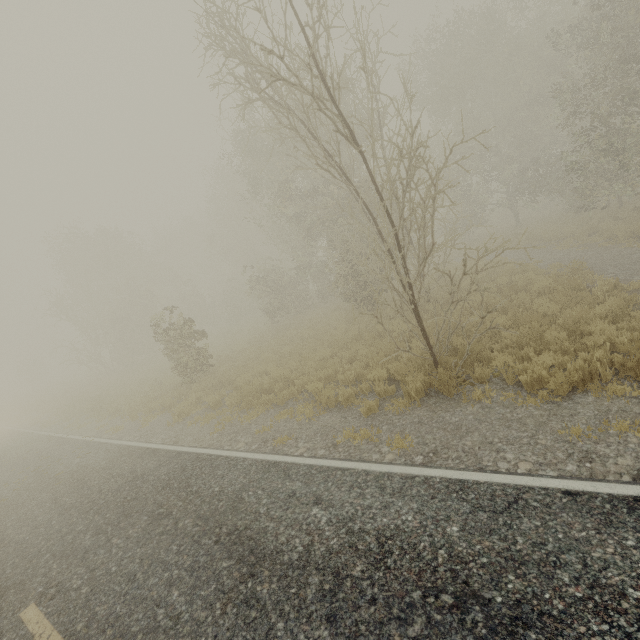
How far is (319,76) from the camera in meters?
6.0 m
